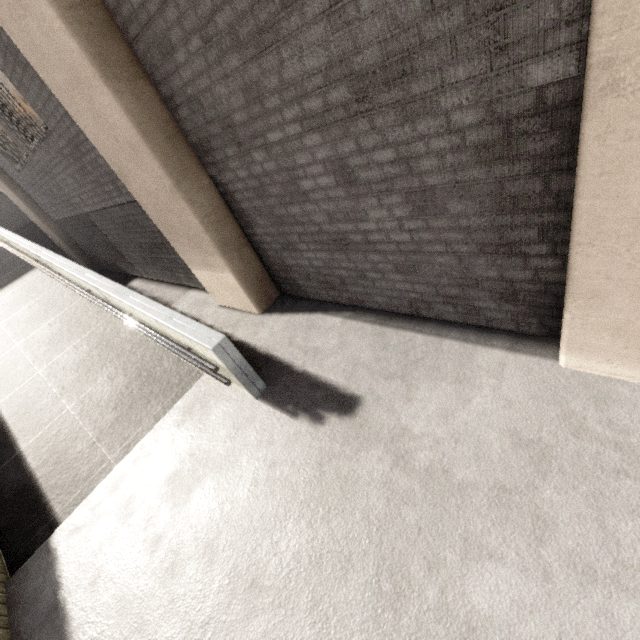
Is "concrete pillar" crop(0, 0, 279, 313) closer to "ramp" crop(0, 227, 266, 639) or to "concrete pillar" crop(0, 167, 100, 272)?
"ramp" crop(0, 227, 266, 639)

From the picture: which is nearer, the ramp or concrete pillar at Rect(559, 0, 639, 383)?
concrete pillar at Rect(559, 0, 639, 383)

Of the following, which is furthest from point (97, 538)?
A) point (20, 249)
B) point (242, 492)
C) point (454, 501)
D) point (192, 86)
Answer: point (20, 249)

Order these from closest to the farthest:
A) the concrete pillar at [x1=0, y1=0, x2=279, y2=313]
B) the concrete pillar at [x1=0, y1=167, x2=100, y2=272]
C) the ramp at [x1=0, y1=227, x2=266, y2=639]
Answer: the concrete pillar at [x1=0, y1=0, x2=279, y2=313], the ramp at [x1=0, y1=227, x2=266, y2=639], the concrete pillar at [x1=0, y1=167, x2=100, y2=272]

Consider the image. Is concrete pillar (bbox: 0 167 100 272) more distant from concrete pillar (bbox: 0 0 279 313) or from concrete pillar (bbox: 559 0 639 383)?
concrete pillar (bbox: 559 0 639 383)

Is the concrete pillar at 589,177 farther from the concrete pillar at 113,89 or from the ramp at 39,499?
the ramp at 39,499

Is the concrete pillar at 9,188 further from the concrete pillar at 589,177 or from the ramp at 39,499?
the concrete pillar at 589,177
